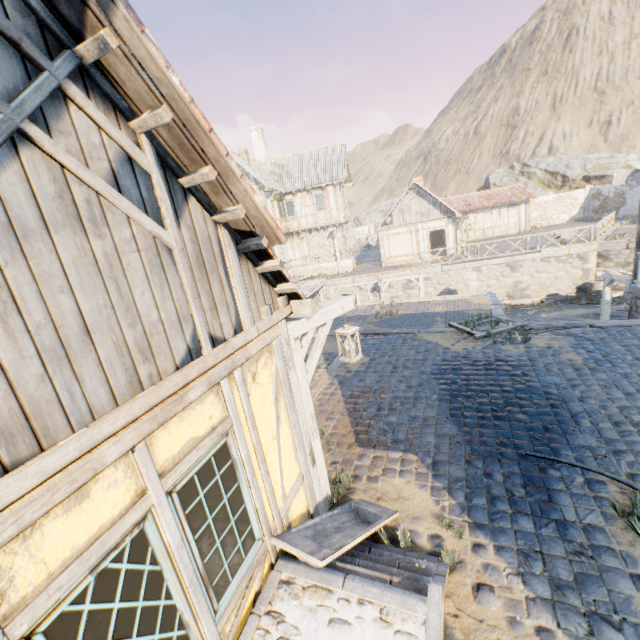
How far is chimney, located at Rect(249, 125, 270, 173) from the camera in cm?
2553

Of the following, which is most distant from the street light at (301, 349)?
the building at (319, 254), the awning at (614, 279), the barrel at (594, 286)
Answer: the barrel at (594, 286)

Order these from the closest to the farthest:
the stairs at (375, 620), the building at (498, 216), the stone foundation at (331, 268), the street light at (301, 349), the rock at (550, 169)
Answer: the stairs at (375, 620)
the street light at (301, 349)
the stone foundation at (331, 268)
the building at (498, 216)
the rock at (550, 169)

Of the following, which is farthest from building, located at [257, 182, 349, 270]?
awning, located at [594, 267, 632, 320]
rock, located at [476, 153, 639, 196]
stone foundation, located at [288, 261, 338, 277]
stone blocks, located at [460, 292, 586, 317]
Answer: awning, located at [594, 267, 632, 320]

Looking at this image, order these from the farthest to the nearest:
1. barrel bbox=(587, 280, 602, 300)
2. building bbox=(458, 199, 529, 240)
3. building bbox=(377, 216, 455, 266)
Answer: building bbox=(458, 199, 529, 240) < building bbox=(377, 216, 455, 266) < barrel bbox=(587, 280, 602, 300)

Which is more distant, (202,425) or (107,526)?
(202,425)

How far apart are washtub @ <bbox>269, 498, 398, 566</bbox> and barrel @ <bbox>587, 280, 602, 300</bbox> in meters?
22.1

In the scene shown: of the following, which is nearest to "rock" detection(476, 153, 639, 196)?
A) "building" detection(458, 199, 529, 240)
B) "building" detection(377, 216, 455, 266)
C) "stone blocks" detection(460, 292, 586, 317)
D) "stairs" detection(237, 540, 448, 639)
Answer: "stone blocks" detection(460, 292, 586, 317)
